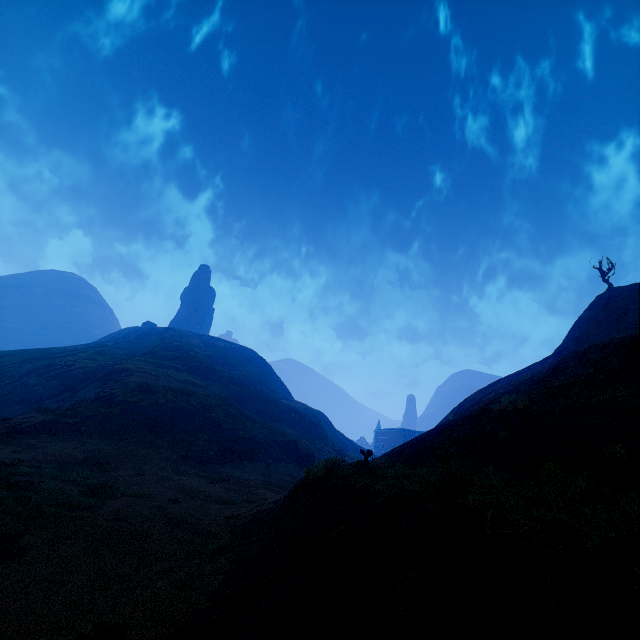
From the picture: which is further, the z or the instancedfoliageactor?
the instancedfoliageactor

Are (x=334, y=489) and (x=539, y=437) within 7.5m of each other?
yes

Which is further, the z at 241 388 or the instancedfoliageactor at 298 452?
the instancedfoliageactor at 298 452

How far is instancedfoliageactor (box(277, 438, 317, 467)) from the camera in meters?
36.8

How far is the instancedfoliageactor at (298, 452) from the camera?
36.8 meters
